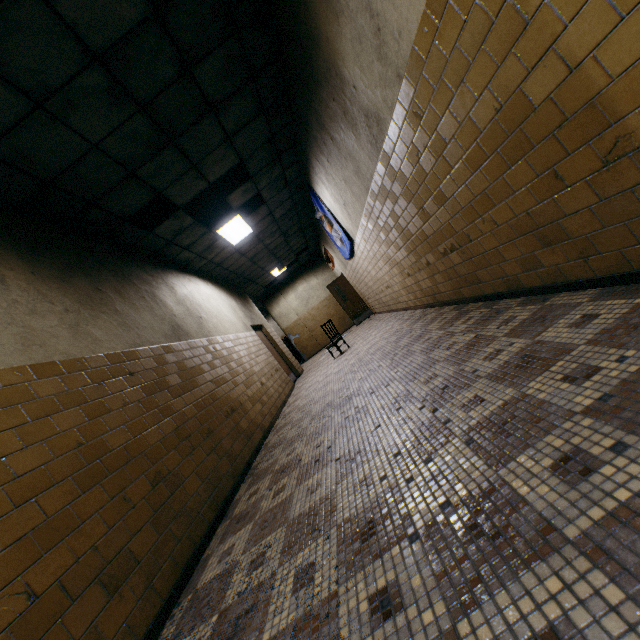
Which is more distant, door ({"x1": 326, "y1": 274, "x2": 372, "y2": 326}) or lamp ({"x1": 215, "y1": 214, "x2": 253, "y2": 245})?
door ({"x1": 326, "y1": 274, "x2": 372, "y2": 326})

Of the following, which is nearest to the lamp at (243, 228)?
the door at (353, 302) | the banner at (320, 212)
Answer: the banner at (320, 212)

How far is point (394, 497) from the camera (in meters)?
1.60

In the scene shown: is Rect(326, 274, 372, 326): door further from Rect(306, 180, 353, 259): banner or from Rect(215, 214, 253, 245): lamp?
Rect(215, 214, 253, 245): lamp

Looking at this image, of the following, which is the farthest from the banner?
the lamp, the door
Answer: the door

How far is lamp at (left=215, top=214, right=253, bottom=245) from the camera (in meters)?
7.19

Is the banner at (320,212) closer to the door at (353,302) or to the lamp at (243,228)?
the lamp at (243,228)

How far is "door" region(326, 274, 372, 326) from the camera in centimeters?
1331cm
